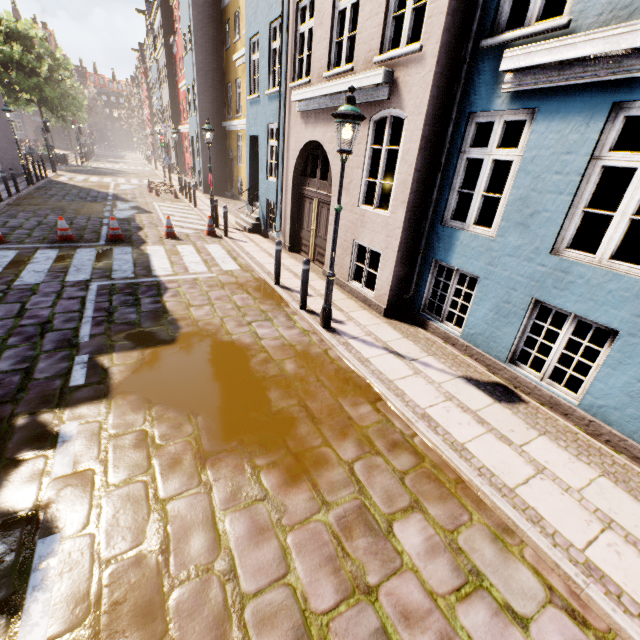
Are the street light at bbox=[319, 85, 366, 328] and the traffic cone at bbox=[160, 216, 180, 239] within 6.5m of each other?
no

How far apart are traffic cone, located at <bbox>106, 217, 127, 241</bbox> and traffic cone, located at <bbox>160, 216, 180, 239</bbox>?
1.0m

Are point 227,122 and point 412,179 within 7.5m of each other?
no

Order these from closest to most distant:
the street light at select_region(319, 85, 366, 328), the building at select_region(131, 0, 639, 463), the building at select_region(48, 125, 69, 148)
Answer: the building at select_region(131, 0, 639, 463), the street light at select_region(319, 85, 366, 328), the building at select_region(48, 125, 69, 148)

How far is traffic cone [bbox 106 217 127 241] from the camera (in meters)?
10.37

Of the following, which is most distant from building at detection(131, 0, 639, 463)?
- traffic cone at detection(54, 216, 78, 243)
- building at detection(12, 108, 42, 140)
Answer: building at detection(12, 108, 42, 140)

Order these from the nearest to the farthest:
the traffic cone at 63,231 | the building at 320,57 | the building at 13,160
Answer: the building at 320,57
the traffic cone at 63,231
the building at 13,160

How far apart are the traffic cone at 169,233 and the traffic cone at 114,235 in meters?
1.0 m
